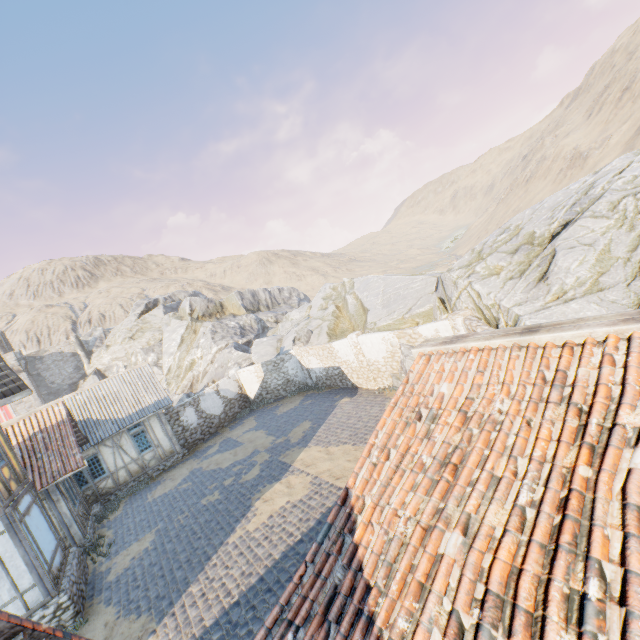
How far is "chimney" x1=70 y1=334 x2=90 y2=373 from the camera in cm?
4697

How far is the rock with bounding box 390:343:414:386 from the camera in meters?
14.2 m

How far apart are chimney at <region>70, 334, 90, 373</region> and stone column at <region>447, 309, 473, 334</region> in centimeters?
5246cm

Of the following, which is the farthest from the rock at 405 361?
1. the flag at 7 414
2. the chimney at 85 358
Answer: the flag at 7 414

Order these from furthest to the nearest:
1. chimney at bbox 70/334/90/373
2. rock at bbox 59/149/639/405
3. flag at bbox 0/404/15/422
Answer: chimney at bbox 70/334/90/373, flag at bbox 0/404/15/422, rock at bbox 59/149/639/405

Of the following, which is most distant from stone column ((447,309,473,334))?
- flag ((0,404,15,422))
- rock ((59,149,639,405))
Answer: flag ((0,404,15,422))

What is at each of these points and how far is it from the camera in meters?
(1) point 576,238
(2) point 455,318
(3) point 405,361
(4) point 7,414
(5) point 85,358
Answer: (1) rock, 10.6
(2) stone column, 12.0
(3) rock, 14.4
(4) flag, 40.0
(5) chimney, 47.1

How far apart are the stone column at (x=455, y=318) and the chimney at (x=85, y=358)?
52.5 meters
